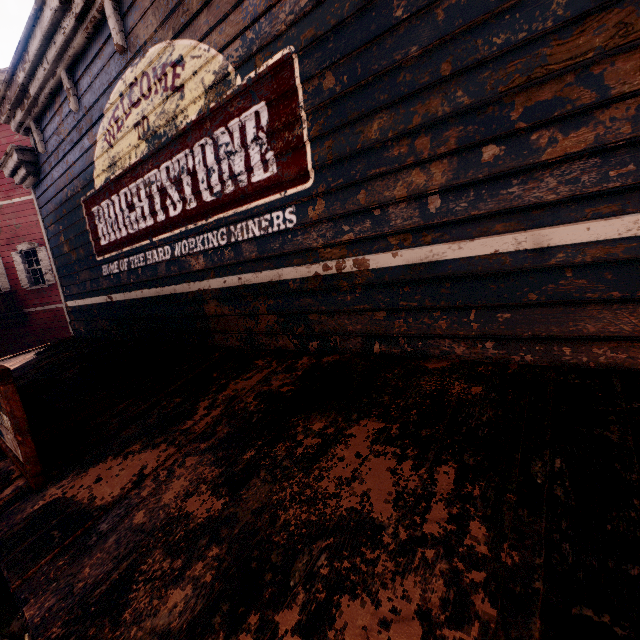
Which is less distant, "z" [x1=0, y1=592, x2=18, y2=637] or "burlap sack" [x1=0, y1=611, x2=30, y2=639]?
"burlap sack" [x1=0, y1=611, x2=30, y2=639]

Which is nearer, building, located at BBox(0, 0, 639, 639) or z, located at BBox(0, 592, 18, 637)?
building, located at BBox(0, 0, 639, 639)

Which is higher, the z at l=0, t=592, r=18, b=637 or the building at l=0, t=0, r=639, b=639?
the building at l=0, t=0, r=639, b=639

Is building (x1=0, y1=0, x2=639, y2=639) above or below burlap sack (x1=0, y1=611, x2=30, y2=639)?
above

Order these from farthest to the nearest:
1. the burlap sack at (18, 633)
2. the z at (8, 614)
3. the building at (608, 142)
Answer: the z at (8, 614) < the burlap sack at (18, 633) < the building at (608, 142)

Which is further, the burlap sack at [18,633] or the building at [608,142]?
the burlap sack at [18,633]

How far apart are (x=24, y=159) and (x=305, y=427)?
8.00m

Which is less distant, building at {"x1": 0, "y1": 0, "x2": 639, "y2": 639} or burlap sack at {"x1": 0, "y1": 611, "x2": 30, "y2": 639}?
building at {"x1": 0, "y1": 0, "x2": 639, "y2": 639}
